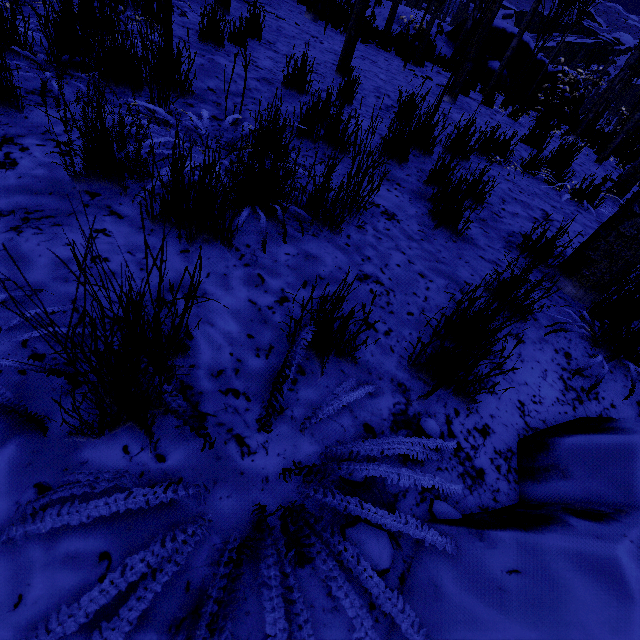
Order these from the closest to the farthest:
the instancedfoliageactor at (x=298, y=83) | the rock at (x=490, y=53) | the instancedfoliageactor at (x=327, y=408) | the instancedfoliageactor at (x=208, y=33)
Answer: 1. the instancedfoliageactor at (x=327, y=408)
2. the instancedfoliageactor at (x=208, y=33)
3. the instancedfoliageactor at (x=298, y=83)
4. the rock at (x=490, y=53)

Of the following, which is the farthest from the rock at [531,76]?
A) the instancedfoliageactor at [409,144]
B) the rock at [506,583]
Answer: the rock at [506,583]

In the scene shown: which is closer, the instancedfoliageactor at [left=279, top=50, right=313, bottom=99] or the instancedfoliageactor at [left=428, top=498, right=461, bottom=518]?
the instancedfoliageactor at [left=428, top=498, right=461, bottom=518]

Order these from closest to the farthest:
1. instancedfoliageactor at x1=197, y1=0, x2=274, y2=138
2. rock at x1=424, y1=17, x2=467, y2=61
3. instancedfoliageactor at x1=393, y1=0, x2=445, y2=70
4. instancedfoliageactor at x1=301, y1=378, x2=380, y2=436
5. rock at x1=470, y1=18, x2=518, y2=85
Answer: instancedfoliageactor at x1=301, y1=378, x2=380, y2=436 < instancedfoliageactor at x1=197, y1=0, x2=274, y2=138 < instancedfoliageactor at x1=393, y1=0, x2=445, y2=70 < rock at x1=424, y1=17, x2=467, y2=61 < rock at x1=470, y1=18, x2=518, y2=85

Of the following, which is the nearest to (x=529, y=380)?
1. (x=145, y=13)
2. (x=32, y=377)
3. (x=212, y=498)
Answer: (x=212, y=498)

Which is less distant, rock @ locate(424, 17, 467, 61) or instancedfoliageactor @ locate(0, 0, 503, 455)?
instancedfoliageactor @ locate(0, 0, 503, 455)

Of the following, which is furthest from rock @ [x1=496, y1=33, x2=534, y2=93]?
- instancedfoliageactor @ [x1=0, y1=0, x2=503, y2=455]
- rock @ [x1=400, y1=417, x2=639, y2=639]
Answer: rock @ [x1=400, y1=417, x2=639, y2=639]
